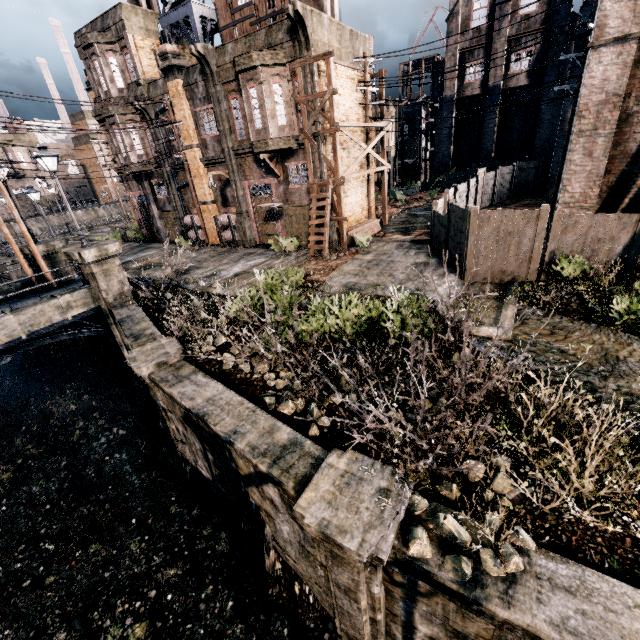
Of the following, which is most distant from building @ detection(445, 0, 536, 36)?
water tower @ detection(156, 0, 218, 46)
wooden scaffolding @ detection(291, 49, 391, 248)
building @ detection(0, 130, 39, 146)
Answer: building @ detection(0, 130, 39, 146)

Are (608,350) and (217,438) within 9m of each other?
no

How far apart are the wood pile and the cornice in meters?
6.9 m

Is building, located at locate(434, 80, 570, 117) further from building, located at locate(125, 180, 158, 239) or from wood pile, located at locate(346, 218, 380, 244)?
wood pile, located at locate(346, 218, 380, 244)

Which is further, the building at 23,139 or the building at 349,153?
the building at 23,139

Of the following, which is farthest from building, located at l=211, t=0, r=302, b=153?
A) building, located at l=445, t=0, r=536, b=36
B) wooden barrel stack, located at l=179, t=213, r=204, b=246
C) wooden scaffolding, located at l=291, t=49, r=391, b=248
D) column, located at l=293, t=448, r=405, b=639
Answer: column, located at l=293, t=448, r=405, b=639

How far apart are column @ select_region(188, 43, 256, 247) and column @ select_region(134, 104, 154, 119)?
6.4 meters

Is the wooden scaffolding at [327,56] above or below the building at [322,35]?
below
